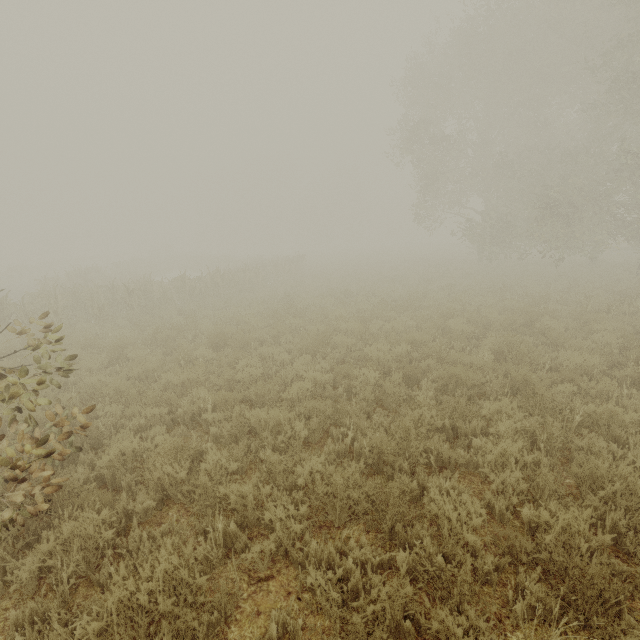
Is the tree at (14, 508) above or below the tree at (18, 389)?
below

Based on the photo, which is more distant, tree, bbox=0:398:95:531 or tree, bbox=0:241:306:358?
tree, bbox=0:241:306:358

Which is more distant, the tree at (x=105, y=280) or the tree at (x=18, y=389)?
the tree at (x=105, y=280)

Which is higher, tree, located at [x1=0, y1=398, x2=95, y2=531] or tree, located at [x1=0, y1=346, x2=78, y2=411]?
tree, located at [x1=0, y1=346, x2=78, y2=411]

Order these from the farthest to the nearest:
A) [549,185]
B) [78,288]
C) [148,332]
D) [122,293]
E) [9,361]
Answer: [549,185], [122,293], [78,288], [148,332], [9,361]
